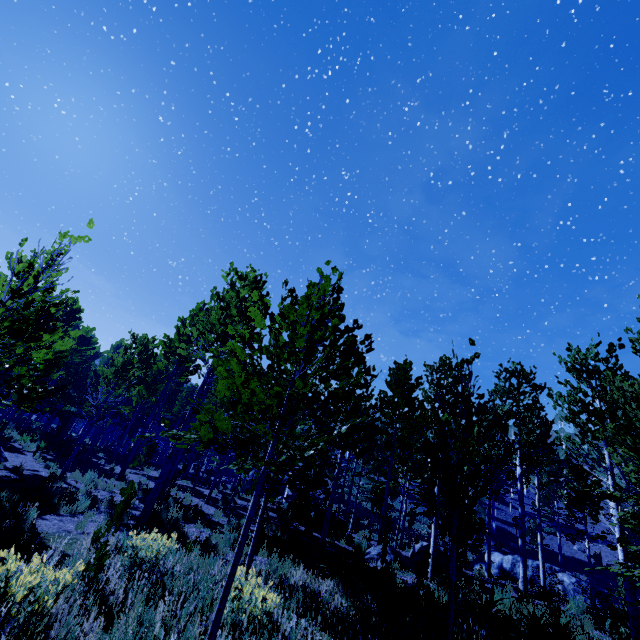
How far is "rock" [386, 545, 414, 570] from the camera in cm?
1111

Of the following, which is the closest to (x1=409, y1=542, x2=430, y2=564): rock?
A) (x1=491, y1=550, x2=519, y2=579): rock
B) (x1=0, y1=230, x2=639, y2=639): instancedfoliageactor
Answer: (x1=0, y1=230, x2=639, y2=639): instancedfoliageactor

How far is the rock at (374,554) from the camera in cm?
1102

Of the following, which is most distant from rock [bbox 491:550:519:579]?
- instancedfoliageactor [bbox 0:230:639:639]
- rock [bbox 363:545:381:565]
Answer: rock [bbox 363:545:381:565]

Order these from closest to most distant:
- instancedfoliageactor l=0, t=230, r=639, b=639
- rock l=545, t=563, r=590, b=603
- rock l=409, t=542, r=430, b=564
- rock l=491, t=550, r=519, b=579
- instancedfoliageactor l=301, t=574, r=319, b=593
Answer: instancedfoliageactor l=0, t=230, r=639, b=639
instancedfoliageactor l=301, t=574, r=319, b=593
rock l=409, t=542, r=430, b=564
rock l=545, t=563, r=590, b=603
rock l=491, t=550, r=519, b=579

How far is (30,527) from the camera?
6.7 meters

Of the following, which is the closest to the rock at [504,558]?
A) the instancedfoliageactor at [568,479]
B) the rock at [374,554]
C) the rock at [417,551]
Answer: the instancedfoliageactor at [568,479]

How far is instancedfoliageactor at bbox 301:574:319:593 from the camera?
5.9m
